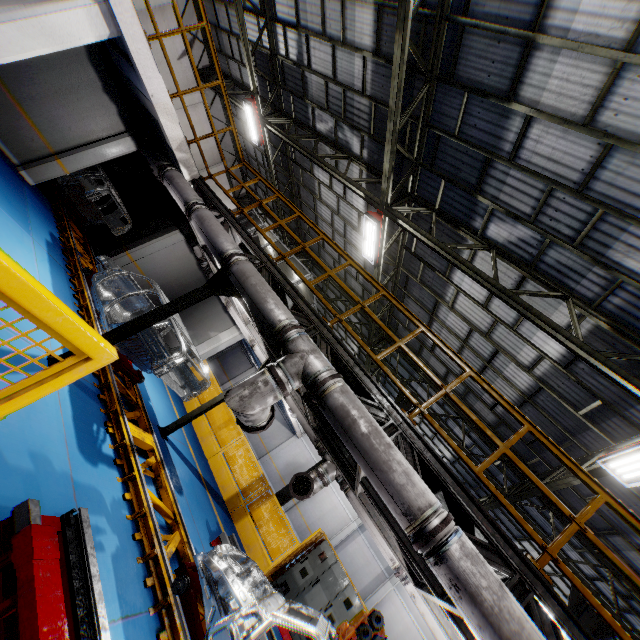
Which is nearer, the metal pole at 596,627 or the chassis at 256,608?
the chassis at 256,608

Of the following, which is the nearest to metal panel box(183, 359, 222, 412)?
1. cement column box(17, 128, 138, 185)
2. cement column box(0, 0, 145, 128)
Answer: cement column box(0, 0, 145, 128)

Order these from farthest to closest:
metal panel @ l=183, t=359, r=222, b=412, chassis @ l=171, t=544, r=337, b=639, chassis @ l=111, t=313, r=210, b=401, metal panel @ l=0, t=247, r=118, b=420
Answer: metal panel @ l=183, t=359, r=222, b=412 < chassis @ l=111, t=313, r=210, b=401 < chassis @ l=171, t=544, r=337, b=639 < metal panel @ l=0, t=247, r=118, b=420

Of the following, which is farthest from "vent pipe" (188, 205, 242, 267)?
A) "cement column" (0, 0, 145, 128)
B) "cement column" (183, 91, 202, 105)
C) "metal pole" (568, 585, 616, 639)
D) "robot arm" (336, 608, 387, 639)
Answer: "cement column" (183, 91, 202, 105)

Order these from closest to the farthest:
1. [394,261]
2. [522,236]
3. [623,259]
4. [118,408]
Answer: [623,259] < [118,408] < [522,236] < [394,261]

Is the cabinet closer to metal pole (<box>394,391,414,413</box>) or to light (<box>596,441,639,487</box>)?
metal pole (<box>394,391,414,413</box>)

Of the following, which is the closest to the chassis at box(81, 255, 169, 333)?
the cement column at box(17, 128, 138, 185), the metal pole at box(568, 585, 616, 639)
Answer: the cement column at box(17, 128, 138, 185)

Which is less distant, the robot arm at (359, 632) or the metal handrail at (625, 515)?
the robot arm at (359, 632)
